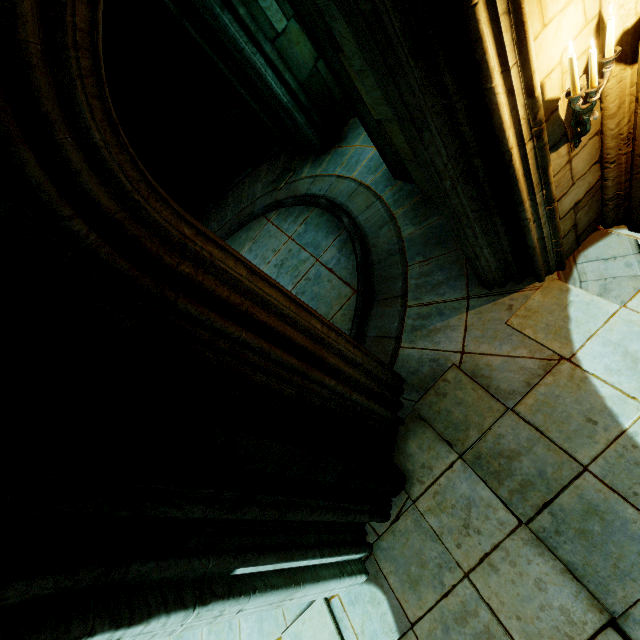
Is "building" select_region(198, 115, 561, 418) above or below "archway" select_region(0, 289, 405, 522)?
below

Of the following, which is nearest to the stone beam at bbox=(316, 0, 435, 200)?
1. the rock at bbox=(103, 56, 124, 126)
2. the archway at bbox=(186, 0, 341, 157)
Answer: the archway at bbox=(186, 0, 341, 157)

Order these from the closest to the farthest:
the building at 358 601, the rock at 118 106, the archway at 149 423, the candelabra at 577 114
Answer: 1. the archway at 149 423
2. the candelabra at 577 114
3. the building at 358 601
4. the rock at 118 106

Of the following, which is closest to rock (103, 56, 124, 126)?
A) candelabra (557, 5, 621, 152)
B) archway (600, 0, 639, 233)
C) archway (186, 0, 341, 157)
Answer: archway (186, 0, 341, 157)

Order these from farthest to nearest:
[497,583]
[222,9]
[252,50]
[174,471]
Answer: [252,50], [222,9], [497,583], [174,471]

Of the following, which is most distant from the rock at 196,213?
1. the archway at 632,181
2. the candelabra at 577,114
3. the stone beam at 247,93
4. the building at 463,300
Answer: the candelabra at 577,114

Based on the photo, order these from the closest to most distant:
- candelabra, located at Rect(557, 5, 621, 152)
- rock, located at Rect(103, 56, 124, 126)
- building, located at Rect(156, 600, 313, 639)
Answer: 1. candelabra, located at Rect(557, 5, 621, 152)
2. building, located at Rect(156, 600, 313, 639)
3. rock, located at Rect(103, 56, 124, 126)
